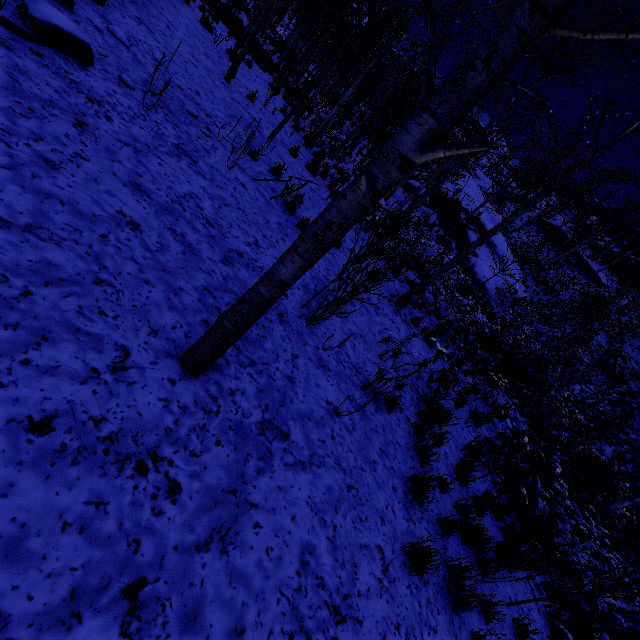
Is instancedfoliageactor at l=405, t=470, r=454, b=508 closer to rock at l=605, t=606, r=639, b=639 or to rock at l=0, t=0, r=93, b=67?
rock at l=0, t=0, r=93, b=67

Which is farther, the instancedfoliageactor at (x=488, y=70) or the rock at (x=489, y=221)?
the rock at (x=489, y=221)

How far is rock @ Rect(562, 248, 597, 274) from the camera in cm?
4244

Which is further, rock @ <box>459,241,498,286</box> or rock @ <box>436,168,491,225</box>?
rock @ <box>436,168,491,225</box>

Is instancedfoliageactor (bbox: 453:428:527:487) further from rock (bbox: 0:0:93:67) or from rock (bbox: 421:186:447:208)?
rock (bbox: 0:0:93:67)

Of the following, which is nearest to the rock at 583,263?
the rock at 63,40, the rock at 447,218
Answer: the rock at 447,218

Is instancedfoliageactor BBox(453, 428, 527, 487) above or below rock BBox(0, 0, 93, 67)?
below

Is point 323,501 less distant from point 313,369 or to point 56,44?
point 313,369
